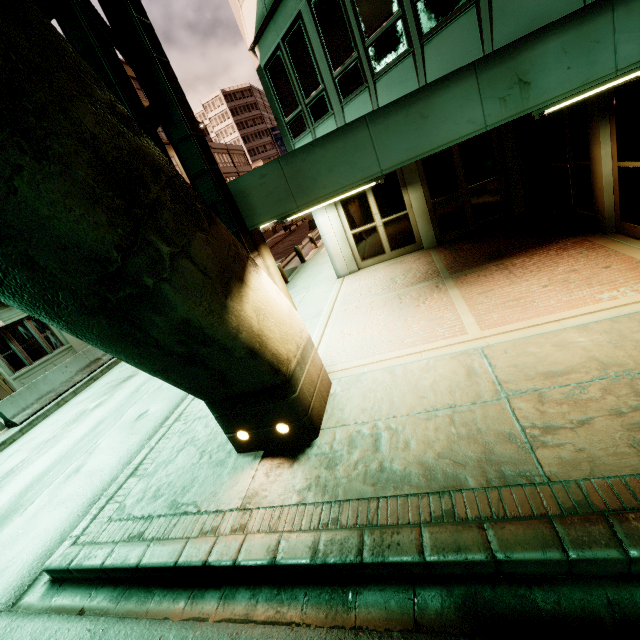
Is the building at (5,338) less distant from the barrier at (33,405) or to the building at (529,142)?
the barrier at (33,405)

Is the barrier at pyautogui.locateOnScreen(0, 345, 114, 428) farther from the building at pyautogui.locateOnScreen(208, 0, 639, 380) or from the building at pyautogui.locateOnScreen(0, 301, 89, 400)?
the building at pyautogui.locateOnScreen(208, 0, 639, 380)

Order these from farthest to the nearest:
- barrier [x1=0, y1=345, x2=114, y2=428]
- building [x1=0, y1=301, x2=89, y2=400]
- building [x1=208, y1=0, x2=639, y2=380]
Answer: building [x1=0, y1=301, x2=89, y2=400] → barrier [x1=0, y1=345, x2=114, y2=428] → building [x1=208, y1=0, x2=639, y2=380]

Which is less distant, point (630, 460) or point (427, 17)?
point (630, 460)

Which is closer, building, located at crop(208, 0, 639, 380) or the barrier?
building, located at crop(208, 0, 639, 380)

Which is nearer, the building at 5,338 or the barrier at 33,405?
the barrier at 33,405
